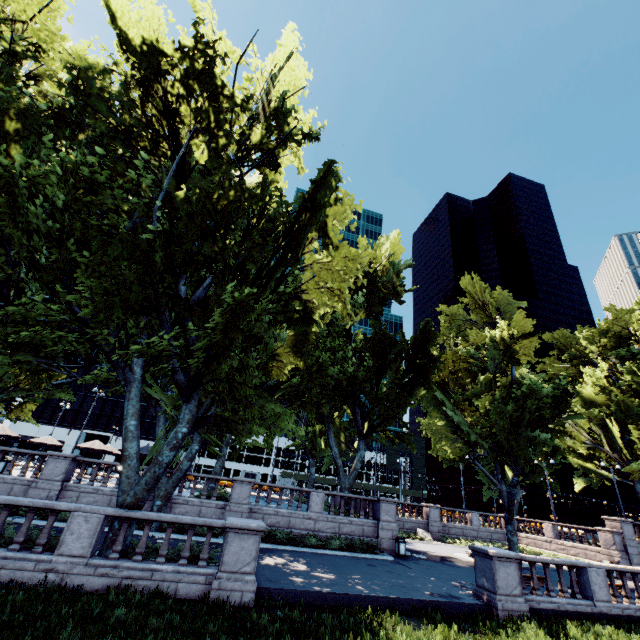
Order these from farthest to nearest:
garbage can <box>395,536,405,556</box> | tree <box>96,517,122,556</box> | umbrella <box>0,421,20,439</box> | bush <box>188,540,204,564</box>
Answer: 1. umbrella <box>0,421,20,439</box>
2. garbage can <box>395,536,405,556</box>
3. bush <box>188,540,204,564</box>
4. tree <box>96,517,122,556</box>

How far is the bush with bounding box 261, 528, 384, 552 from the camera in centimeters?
1844cm

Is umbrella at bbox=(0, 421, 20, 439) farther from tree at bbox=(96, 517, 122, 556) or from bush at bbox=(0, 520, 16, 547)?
bush at bbox=(0, 520, 16, 547)

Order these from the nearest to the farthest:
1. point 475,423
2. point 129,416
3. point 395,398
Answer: point 129,416
point 395,398
point 475,423

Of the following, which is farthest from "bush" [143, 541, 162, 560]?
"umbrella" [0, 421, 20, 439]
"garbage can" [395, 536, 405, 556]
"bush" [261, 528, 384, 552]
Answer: "umbrella" [0, 421, 20, 439]

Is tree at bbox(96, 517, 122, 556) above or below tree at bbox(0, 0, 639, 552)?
below

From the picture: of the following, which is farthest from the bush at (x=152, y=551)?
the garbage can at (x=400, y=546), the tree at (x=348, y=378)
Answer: the garbage can at (x=400, y=546)

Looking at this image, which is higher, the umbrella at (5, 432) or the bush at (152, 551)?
the umbrella at (5, 432)
